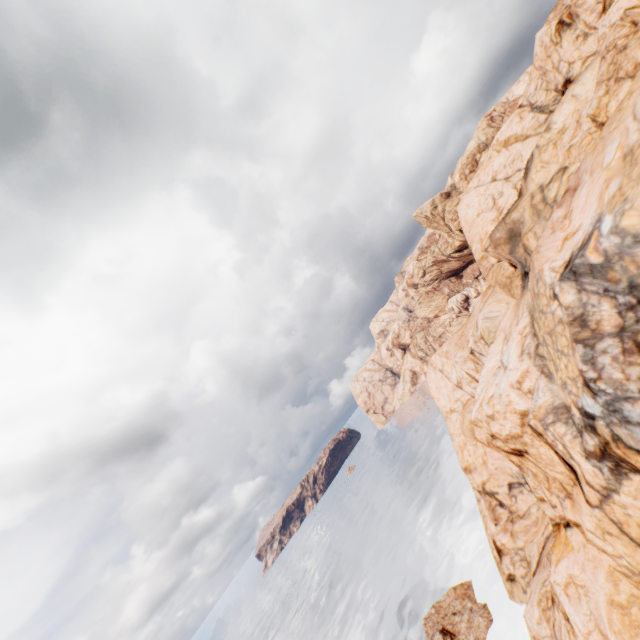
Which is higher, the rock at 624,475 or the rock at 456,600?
the rock at 624,475

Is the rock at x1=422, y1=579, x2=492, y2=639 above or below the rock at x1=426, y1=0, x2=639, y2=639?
below

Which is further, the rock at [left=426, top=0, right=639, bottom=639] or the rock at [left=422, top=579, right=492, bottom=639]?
the rock at [left=422, top=579, right=492, bottom=639]

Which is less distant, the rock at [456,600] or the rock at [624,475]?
the rock at [624,475]

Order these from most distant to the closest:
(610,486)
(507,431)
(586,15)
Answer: (586,15) → (507,431) → (610,486)
